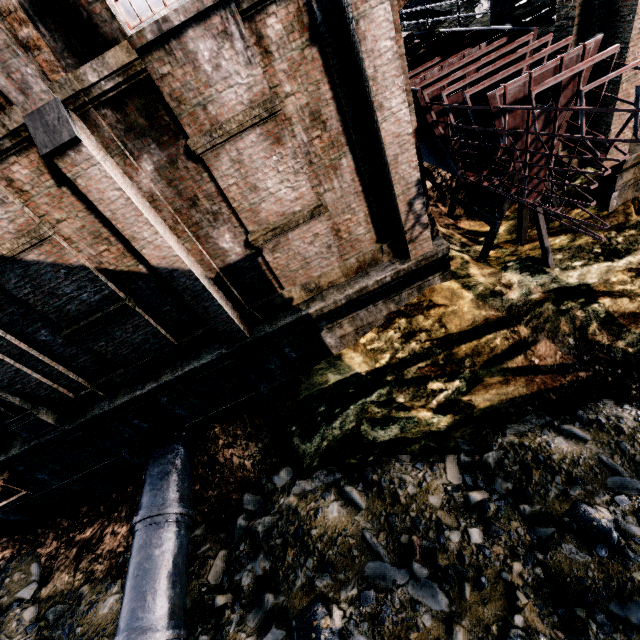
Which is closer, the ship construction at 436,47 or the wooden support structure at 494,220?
the ship construction at 436,47

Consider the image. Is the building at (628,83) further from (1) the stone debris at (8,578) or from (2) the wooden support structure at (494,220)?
(1) the stone debris at (8,578)

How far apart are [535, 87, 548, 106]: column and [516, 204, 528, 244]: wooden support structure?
0.9 meters

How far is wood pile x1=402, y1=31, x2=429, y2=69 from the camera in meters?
9.4 m

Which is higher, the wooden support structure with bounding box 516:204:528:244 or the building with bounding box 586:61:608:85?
the building with bounding box 586:61:608:85

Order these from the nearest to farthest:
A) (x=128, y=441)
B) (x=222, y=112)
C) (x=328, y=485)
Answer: (x=222, y=112) → (x=328, y=485) → (x=128, y=441)

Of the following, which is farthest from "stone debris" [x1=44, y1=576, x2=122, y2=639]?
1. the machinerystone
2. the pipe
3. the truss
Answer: the machinerystone
